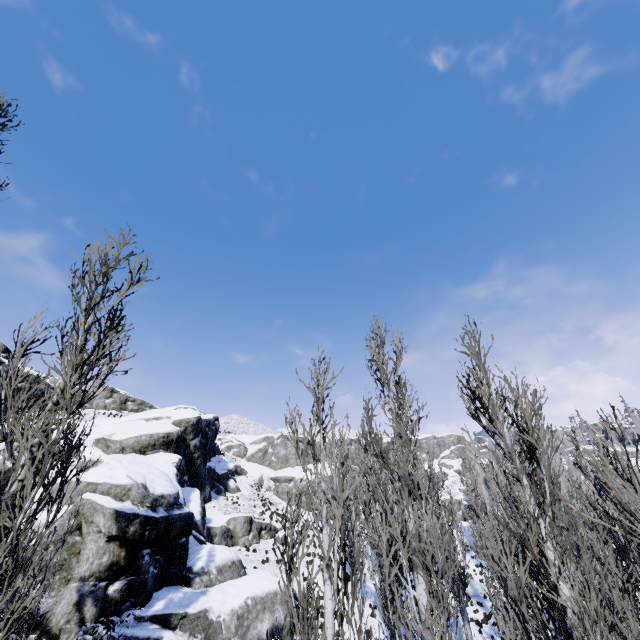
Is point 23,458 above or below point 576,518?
above

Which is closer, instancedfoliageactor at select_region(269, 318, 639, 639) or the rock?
instancedfoliageactor at select_region(269, 318, 639, 639)

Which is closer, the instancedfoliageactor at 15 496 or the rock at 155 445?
the instancedfoliageactor at 15 496
